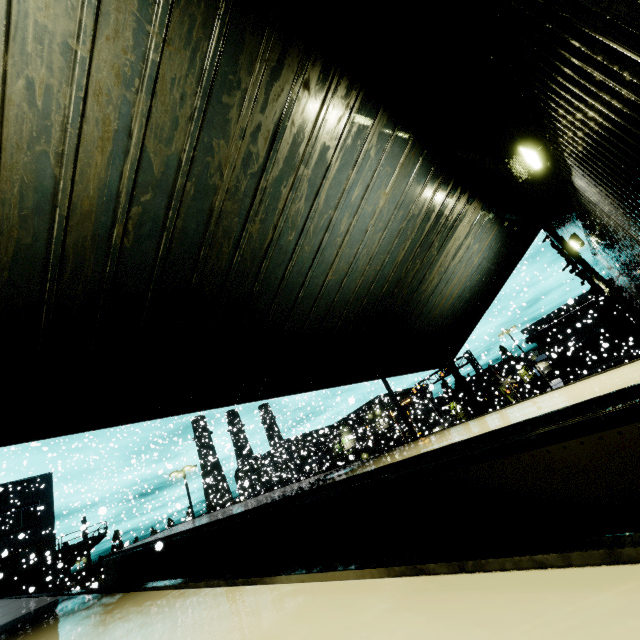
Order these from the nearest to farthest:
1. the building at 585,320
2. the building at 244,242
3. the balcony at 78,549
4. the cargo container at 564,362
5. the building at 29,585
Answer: the building at 244,242, the balcony at 78,549, the building at 29,585, the cargo container at 564,362, the building at 585,320

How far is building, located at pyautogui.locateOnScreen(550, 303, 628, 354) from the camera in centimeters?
4425cm

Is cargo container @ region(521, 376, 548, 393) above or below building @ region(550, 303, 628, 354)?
below

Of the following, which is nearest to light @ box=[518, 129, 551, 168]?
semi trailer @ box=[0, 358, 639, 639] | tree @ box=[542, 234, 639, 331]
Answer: semi trailer @ box=[0, 358, 639, 639]

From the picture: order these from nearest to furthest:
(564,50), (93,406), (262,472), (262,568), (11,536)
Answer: (564,50)
(93,406)
(262,568)
(11,536)
(262,472)

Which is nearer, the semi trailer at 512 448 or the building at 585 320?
the semi trailer at 512 448

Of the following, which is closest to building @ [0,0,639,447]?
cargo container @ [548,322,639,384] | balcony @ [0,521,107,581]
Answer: balcony @ [0,521,107,581]

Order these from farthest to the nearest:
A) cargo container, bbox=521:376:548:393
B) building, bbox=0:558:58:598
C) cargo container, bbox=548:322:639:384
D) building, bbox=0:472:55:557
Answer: cargo container, bbox=521:376:548:393 → cargo container, bbox=548:322:639:384 → building, bbox=0:472:55:557 → building, bbox=0:558:58:598
